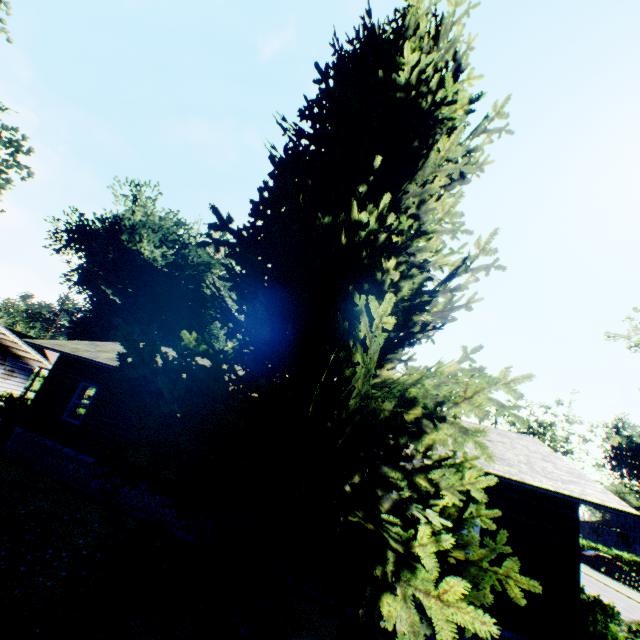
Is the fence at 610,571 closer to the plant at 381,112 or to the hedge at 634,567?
the hedge at 634,567

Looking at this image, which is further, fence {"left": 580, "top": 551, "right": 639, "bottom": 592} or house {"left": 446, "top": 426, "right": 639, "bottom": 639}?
fence {"left": 580, "top": 551, "right": 639, "bottom": 592}

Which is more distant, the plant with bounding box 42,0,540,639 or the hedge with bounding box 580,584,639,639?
the hedge with bounding box 580,584,639,639

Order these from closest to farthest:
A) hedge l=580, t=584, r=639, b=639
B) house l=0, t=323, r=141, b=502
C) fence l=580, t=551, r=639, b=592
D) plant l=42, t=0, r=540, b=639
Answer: plant l=42, t=0, r=540, b=639 < hedge l=580, t=584, r=639, b=639 < house l=0, t=323, r=141, b=502 < fence l=580, t=551, r=639, b=592

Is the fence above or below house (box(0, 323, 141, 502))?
below

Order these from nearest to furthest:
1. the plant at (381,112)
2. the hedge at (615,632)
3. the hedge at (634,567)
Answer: the plant at (381,112) → the hedge at (615,632) → the hedge at (634,567)

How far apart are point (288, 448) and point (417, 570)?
2.3m

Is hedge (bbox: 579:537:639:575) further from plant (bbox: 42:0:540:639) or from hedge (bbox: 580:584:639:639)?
hedge (bbox: 580:584:639:639)
